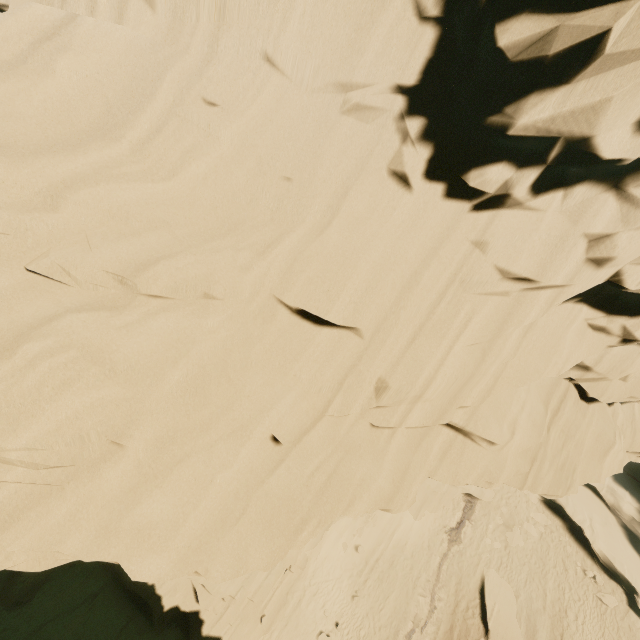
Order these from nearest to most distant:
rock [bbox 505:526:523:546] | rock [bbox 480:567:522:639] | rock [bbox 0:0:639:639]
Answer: rock [bbox 0:0:639:639]
rock [bbox 480:567:522:639]
rock [bbox 505:526:523:546]

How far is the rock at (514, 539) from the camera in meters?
21.9

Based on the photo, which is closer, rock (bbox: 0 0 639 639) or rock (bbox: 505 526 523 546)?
rock (bbox: 0 0 639 639)

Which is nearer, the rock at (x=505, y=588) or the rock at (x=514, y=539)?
the rock at (x=505, y=588)

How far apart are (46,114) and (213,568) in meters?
8.5 m

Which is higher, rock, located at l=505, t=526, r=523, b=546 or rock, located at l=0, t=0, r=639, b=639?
rock, located at l=0, t=0, r=639, b=639

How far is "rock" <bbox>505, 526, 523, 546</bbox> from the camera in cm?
2188
